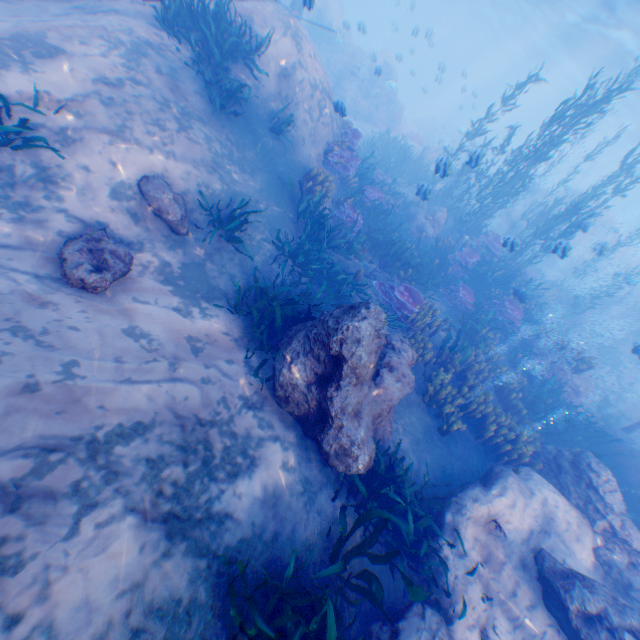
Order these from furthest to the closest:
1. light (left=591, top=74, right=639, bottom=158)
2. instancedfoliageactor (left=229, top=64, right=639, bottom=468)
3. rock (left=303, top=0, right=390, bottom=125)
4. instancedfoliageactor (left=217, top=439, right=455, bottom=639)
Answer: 1. light (left=591, top=74, right=639, bottom=158)
2. rock (left=303, top=0, right=390, bottom=125)
3. instancedfoliageactor (left=229, top=64, right=639, bottom=468)
4. instancedfoliageactor (left=217, top=439, right=455, bottom=639)

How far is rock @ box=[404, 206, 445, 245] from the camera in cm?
1439

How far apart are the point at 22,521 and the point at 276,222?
7.7 meters

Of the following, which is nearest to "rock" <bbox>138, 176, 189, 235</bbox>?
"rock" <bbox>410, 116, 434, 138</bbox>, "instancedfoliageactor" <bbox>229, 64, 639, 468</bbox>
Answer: "instancedfoliageactor" <bbox>229, 64, 639, 468</bbox>

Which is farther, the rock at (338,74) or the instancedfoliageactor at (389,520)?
the rock at (338,74)

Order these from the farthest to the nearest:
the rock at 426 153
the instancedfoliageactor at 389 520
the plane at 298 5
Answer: the rock at 426 153, the plane at 298 5, the instancedfoliageactor at 389 520

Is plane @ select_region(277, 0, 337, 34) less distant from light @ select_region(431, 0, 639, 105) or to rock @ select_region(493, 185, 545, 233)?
rock @ select_region(493, 185, 545, 233)
